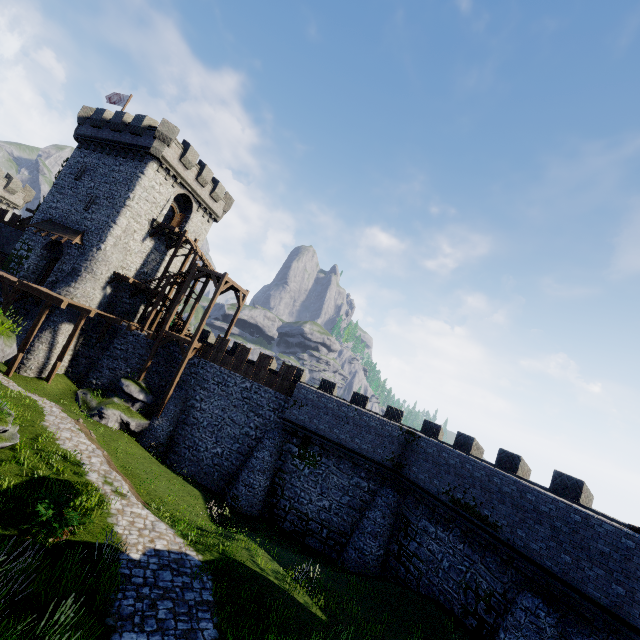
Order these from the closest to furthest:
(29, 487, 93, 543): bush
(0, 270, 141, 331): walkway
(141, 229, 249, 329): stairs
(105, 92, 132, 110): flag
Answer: (29, 487, 93, 543): bush
(0, 270, 141, 331): walkway
(141, 229, 249, 329): stairs
(105, 92, 132, 110): flag

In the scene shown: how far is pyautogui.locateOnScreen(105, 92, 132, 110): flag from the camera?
32.5 meters

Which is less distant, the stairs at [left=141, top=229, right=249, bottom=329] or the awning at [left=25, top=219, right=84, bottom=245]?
the stairs at [left=141, top=229, right=249, bottom=329]

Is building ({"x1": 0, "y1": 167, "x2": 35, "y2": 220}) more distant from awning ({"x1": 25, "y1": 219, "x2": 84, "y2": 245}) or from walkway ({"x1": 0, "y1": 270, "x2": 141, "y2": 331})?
awning ({"x1": 25, "y1": 219, "x2": 84, "y2": 245})

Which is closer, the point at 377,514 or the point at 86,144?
the point at 377,514

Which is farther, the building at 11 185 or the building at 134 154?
the building at 11 185

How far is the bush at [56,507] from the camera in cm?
916

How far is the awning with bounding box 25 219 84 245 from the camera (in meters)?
26.55
